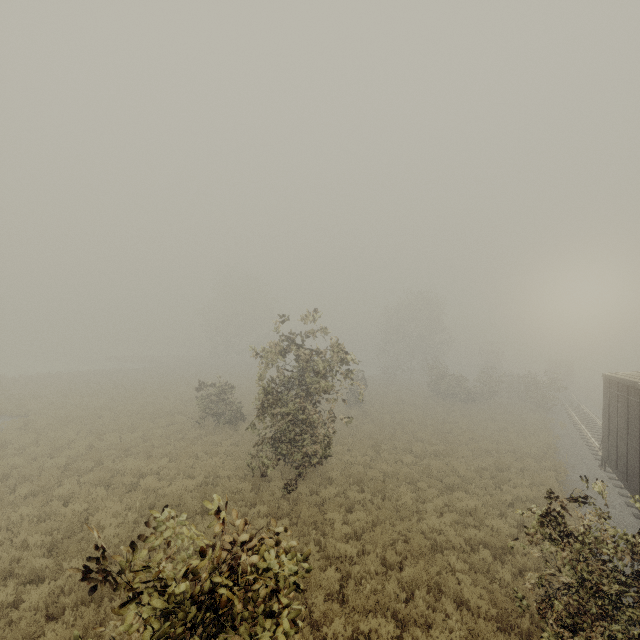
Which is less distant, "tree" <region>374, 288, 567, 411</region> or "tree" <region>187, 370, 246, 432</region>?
"tree" <region>187, 370, 246, 432</region>

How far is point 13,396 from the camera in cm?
2270

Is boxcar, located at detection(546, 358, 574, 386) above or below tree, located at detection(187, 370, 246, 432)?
above

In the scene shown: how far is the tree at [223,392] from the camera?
19.0 meters

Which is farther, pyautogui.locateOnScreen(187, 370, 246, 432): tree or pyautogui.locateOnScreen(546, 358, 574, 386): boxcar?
pyautogui.locateOnScreen(546, 358, 574, 386): boxcar

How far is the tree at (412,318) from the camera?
33.19m

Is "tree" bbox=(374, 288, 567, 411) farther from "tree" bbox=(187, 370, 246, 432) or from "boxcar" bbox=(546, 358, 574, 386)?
"boxcar" bbox=(546, 358, 574, 386)

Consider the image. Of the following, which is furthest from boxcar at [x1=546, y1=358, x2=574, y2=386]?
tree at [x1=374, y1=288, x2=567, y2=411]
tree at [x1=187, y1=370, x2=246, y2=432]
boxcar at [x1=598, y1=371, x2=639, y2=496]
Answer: tree at [x1=187, y1=370, x2=246, y2=432]
